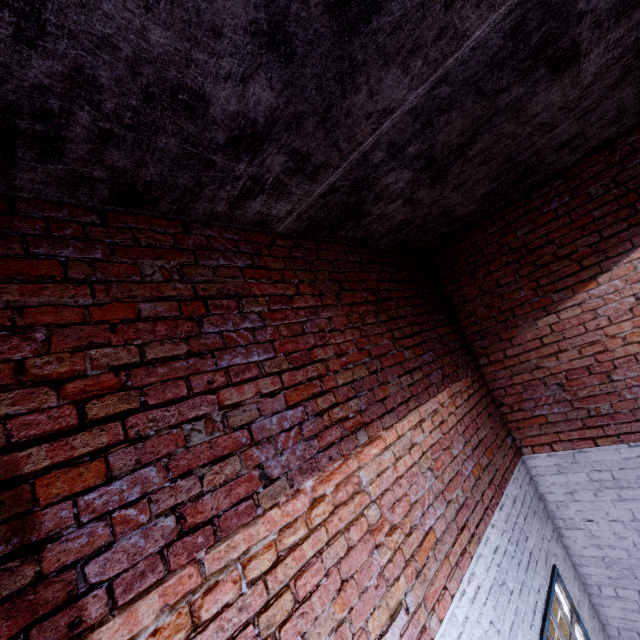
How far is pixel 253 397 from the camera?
1.9 meters
